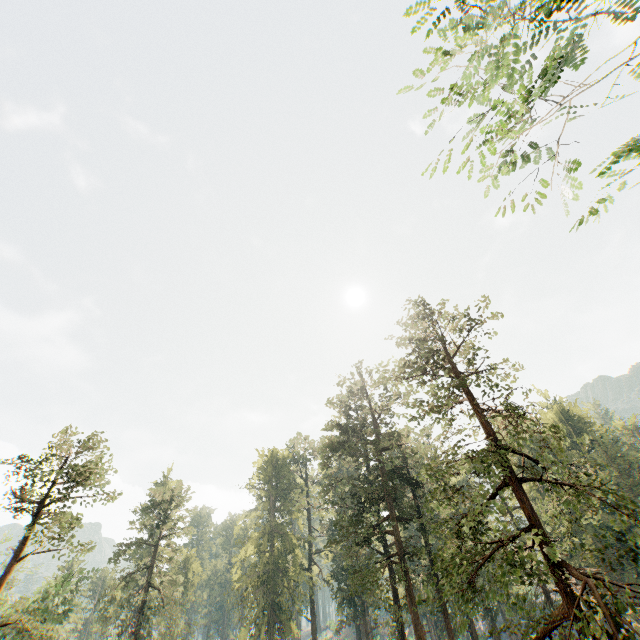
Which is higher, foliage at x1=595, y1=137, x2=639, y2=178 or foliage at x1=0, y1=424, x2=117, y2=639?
→ foliage at x1=595, y1=137, x2=639, y2=178

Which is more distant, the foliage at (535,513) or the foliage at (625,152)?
the foliage at (535,513)

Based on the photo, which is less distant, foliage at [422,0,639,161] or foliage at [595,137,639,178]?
foliage at [422,0,639,161]

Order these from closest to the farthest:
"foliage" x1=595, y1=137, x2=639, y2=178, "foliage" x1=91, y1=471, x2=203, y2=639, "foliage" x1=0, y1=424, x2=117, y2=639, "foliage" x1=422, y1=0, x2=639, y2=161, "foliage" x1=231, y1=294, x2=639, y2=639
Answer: "foliage" x1=422, y1=0, x2=639, y2=161, "foliage" x1=595, y1=137, x2=639, y2=178, "foliage" x1=231, y1=294, x2=639, y2=639, "foliage" x1=0, y1=424, x2=117, y2=639, "foliage" x1=91, y1=471, x2=203, y2=639

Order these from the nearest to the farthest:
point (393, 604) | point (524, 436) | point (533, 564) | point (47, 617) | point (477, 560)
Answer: point (477, 560) → point (533, 564) → point (524, 436) → point (393, 604) → point (47, 617)
